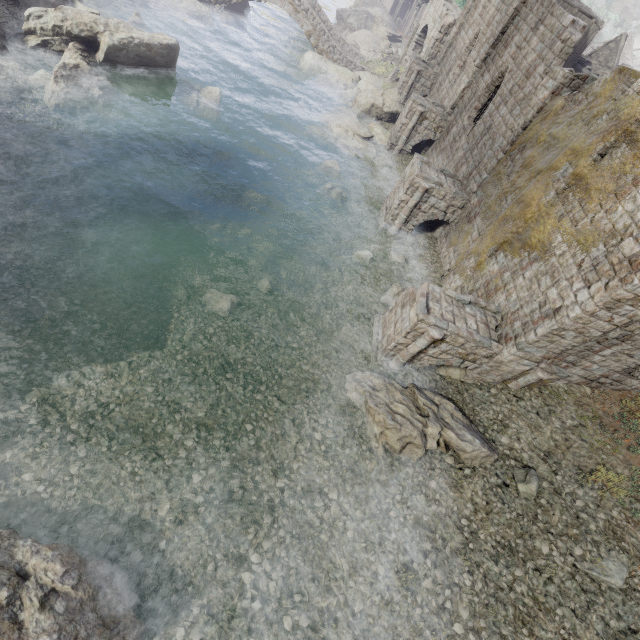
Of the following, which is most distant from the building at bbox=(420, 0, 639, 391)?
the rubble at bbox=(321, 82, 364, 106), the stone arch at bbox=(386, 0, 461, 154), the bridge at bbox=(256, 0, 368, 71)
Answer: the bridge at bbox=(256, 0, 368, 71)

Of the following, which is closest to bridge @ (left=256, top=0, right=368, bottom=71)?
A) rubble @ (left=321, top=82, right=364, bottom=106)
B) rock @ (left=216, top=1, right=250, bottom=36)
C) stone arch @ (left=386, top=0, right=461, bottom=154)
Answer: rock @ (left=216, top=1, right=250, bottom=36)

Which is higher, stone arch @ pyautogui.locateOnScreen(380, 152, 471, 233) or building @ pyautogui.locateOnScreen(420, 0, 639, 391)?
building @ pyautogui.locateOnScreen(420, 0, 639, 391)

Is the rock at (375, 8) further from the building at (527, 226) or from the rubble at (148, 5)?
the rubble at (148, 5)

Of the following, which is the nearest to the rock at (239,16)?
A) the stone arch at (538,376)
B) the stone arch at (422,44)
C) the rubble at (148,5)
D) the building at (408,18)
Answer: the stone arch at (422,44)

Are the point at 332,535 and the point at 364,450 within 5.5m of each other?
yes

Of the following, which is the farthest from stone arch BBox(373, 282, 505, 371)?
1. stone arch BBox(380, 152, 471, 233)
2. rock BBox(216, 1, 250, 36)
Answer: rock BBox(216, 1, 250, 36)

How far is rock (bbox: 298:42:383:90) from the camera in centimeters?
3070cm
